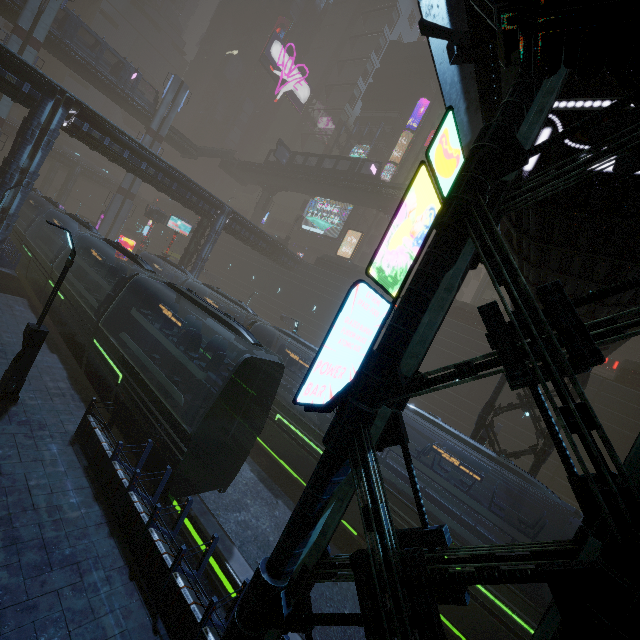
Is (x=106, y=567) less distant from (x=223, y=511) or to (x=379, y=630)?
(x=223, y=511)

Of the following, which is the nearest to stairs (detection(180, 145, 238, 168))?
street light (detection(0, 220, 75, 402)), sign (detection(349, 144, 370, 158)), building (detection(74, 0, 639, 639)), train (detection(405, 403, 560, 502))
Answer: building (detection(74, 0, 639, 639))

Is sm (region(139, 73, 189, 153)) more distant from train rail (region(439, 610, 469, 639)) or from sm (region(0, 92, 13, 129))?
sm (region(0, 92, 13, 129))

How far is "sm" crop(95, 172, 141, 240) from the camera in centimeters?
4400cm

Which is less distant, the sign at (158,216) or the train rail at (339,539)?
the train rail at (339,539)

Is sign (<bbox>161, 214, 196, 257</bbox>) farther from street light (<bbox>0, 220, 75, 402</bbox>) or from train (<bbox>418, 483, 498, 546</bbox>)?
street light (<bbox>0, 220, 75, 402</bbox>)

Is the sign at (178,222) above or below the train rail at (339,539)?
above

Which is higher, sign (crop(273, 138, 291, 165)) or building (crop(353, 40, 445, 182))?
building (crop(353, 40, 445, 182))
